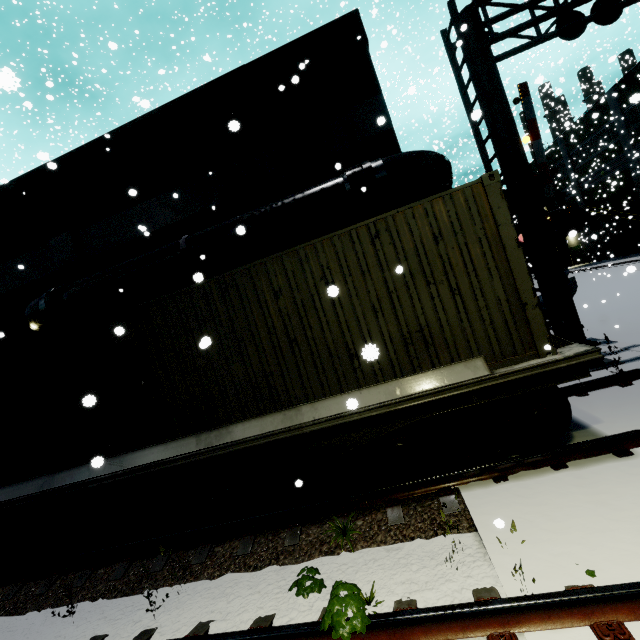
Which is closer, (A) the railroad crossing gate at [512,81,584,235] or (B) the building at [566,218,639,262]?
(A) the railroad crossing gate at [512,81,584,235]

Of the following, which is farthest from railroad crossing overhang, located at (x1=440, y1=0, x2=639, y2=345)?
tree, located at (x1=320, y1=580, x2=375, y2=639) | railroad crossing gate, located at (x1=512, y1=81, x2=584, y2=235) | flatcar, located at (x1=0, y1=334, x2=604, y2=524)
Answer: tree, located at (x1=320, y1=580, x2=375, y2=639)

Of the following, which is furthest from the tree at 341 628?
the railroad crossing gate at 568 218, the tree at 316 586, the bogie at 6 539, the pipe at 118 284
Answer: the railroad crossing gate at 568 218

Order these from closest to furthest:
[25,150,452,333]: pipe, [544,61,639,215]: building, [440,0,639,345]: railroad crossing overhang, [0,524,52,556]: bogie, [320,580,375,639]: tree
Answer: [320,580,375,639]: tree → [0,524,52,556]: bogie → [440,0,639,345]: railroad crossing overhang → [25,150,452,333]: pipe → [544,61,639,215]: building

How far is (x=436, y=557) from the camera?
3.7m

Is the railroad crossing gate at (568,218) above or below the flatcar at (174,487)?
above

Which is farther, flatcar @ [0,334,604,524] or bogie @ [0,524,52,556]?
bogie @ [0,524,52,556]

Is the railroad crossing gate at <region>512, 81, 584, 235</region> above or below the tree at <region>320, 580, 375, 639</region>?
above
